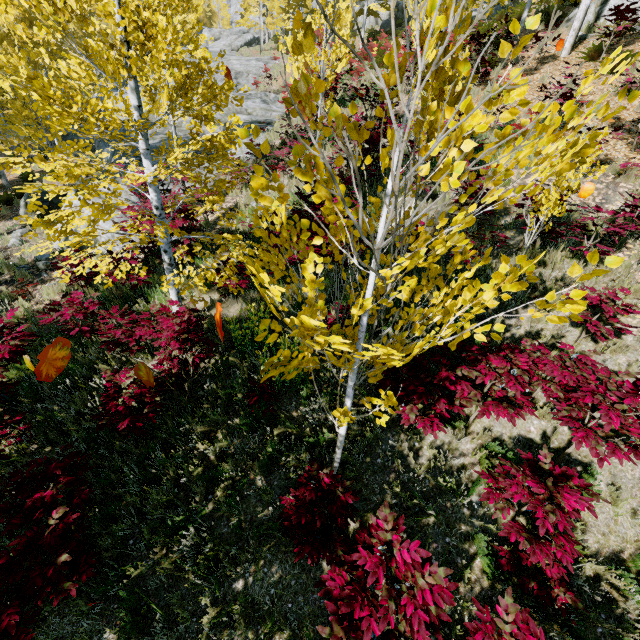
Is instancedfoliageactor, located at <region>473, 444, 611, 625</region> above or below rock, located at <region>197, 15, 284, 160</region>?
below

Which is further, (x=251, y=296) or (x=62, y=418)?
(x=251, y=296)

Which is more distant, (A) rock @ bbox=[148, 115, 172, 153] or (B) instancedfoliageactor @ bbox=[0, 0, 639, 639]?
(A) rock @ bbox=[148, 115, 172, 153]

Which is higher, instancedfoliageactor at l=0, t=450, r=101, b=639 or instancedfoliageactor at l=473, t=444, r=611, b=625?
instancedfoliageactor at l=473, t=444, r=611, b=625

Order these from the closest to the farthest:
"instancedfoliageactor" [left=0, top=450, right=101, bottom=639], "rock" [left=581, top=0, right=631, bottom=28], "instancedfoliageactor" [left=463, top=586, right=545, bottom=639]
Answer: "instancedfoliageactor" [left=463, top=586, right=545, bottom=639] < "instancedfoliageactor" [left=0, top=450, right=101, bottom=639] < "rock" [left=581, top=0, right=631, bottom=28]

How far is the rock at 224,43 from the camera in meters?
14.8

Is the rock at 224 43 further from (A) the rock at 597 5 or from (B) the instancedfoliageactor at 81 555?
(A) the rock at 597 5
